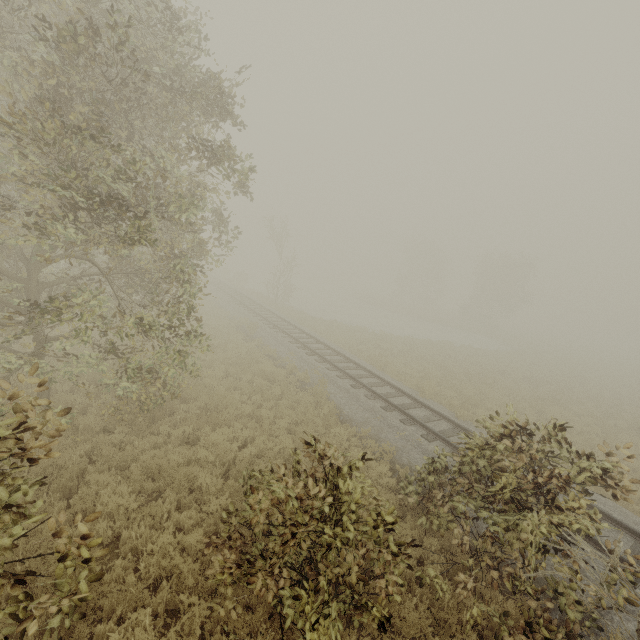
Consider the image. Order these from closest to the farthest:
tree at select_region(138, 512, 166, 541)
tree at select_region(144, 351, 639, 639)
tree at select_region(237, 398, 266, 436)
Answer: tree at select_region(144, 351, 639, 639) < tree at select_region(138, 512, 166, 541) < tree at select_region(237, 398, 266, 436)

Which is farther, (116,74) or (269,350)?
(269,350)

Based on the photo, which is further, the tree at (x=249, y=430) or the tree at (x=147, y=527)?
the tree at (x=249, y=430)

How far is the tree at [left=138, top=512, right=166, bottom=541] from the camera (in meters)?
5.84

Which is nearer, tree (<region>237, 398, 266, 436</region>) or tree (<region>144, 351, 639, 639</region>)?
tree (<region>144, 351, 639, 639</region>)

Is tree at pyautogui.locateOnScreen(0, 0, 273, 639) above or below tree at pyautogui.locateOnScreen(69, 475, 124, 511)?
above

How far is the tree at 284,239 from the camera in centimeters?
2920cm
